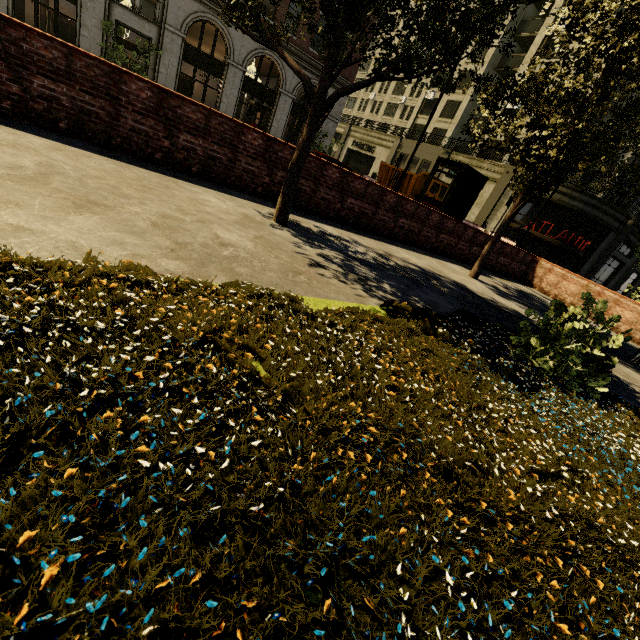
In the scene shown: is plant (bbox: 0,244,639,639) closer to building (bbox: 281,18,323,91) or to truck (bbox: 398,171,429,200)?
truck (bbox: 398,171,429,200)

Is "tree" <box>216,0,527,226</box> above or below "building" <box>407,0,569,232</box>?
below

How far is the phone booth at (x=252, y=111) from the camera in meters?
22.7

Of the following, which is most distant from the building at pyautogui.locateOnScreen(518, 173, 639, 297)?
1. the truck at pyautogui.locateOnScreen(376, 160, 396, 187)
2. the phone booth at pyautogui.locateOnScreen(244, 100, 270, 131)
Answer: the truck at pyautogui.locateOnScreen(376, 160, 396, 187)

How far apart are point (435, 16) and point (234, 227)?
3.52m

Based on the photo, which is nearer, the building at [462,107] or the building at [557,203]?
the building at [557,203]

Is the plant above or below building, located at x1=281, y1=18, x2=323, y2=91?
below
